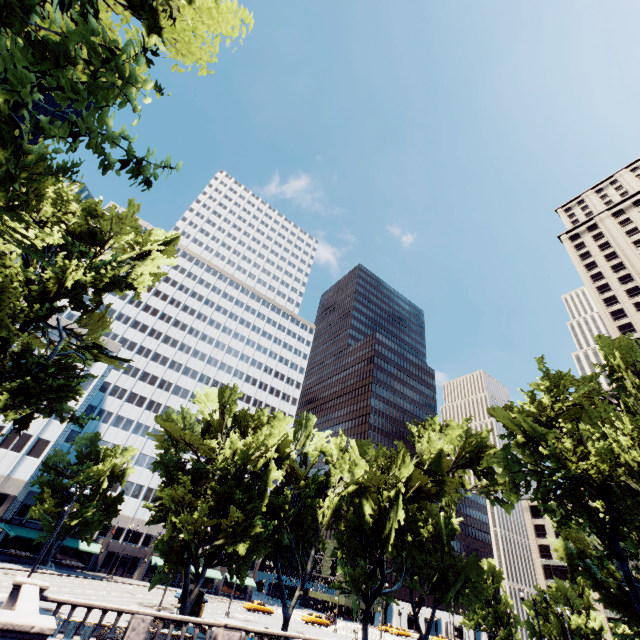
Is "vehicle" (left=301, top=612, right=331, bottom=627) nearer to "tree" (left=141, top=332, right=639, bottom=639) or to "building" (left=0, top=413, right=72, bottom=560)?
"building" (left=0, top=413, right=72, bottom=560)

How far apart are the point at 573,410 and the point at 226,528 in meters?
29.5 m

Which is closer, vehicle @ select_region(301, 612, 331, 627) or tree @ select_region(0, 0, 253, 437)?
tree @ select_region(0, 0, 253, 437)

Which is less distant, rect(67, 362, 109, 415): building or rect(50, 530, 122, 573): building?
rect(67, 362, 109, 415): building

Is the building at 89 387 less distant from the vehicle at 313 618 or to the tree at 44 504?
the tree at 44 504

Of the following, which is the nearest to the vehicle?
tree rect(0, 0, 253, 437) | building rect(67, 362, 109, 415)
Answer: building rect(67, 362, 109, 415)
